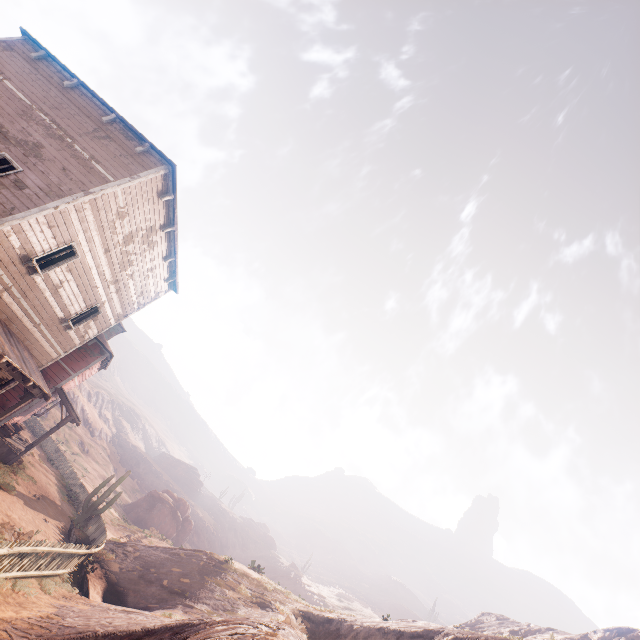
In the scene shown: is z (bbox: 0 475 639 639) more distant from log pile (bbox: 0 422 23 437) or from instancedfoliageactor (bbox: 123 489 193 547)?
log pile (bbox: 0 422 23 437)

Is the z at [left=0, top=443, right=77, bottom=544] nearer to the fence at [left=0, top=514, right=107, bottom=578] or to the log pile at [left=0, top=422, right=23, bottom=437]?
the fence at [left=0, top=514, right=107, bottom=578]

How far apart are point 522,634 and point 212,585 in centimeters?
4115cm

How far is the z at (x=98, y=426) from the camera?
38.8m

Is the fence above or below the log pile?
below

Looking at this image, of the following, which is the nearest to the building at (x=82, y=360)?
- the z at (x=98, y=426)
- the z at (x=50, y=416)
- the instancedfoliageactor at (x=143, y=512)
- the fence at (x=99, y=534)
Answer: the z at (x=98, y=426)

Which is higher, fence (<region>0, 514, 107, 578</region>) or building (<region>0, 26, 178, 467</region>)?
building (<region>0, 26, 178, 467</region>)

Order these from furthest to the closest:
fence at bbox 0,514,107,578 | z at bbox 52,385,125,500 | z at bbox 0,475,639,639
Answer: z at bbox 52,385,125,500 → fence at bbox 0,514,107,578 → z at bbox 0,475,639,639
